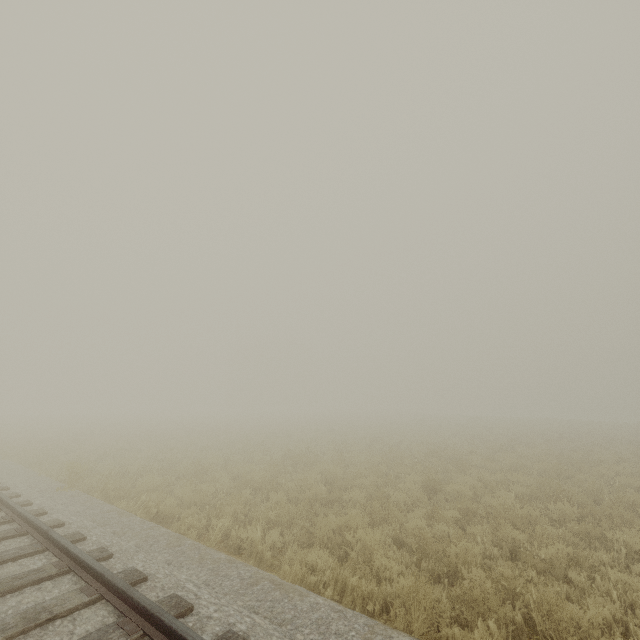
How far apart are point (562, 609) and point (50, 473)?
15.3m
